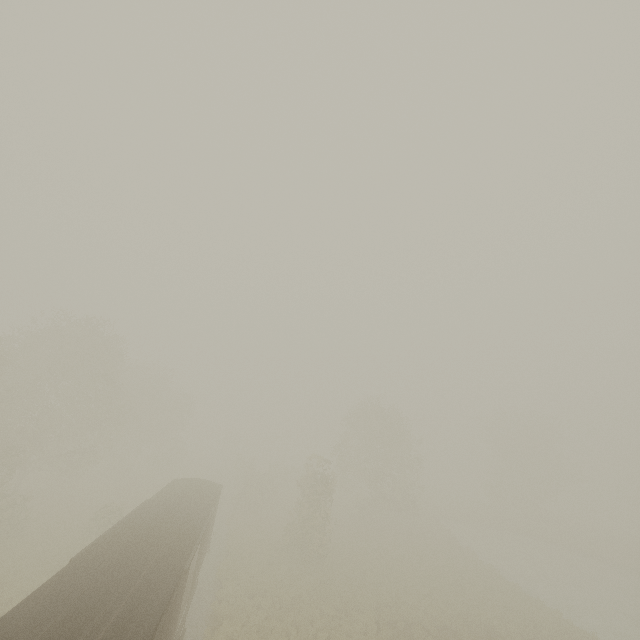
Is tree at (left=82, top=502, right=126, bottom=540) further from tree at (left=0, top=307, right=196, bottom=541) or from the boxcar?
the boxcar

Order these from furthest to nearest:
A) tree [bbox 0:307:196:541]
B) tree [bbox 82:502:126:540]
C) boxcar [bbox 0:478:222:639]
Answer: tree [bbox 0:307:196:541] < tree [bbox 82:502:126:540] < boxcar [bbox 0:478:222:639]

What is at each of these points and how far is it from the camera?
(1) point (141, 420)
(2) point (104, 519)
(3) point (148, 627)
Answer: (1) tree, 41.94m
(2) tree, 23.67m
(3) boxcar, 7.84m

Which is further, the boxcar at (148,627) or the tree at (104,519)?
the tree at (104,519)

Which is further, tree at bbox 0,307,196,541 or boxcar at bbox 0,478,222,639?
tree at bbox 0,307,196,541

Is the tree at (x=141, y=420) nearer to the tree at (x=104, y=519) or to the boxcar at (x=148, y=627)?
the tree at (x=104, y=519)

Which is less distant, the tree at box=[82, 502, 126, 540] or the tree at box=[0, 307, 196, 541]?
the tree at box=[82, 502, 126, 540]
